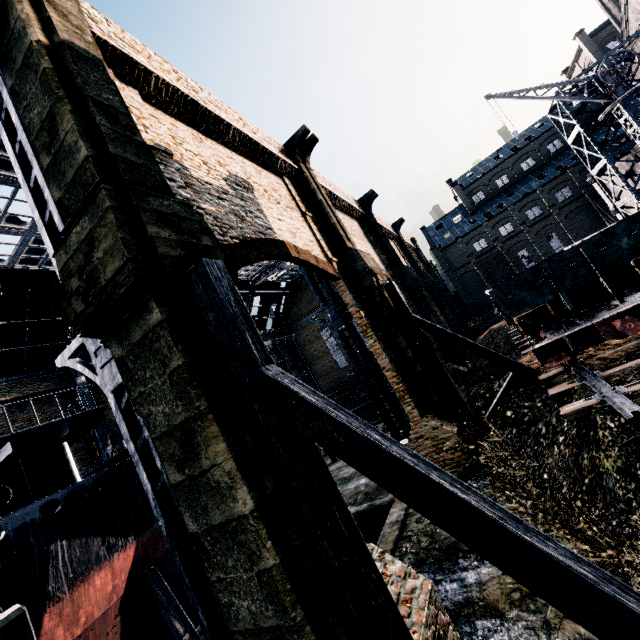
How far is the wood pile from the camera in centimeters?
4737cm

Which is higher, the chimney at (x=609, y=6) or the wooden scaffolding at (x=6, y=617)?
the chimney at (x=609, y=6)

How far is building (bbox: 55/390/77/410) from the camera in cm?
2889

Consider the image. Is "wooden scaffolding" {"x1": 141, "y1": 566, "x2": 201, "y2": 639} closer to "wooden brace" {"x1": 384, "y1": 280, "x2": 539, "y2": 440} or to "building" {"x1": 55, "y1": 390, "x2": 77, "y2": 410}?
"building" {"x1": 55, "y1": 390, "x2": 77, "y2": 410}

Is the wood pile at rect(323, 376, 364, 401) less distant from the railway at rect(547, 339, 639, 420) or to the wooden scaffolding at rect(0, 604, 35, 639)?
the railway at rect(547, 339, 639, 420)

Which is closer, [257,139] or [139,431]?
[139,431]

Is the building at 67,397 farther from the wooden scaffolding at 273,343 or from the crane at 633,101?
the wooden scaffolding at 273,343

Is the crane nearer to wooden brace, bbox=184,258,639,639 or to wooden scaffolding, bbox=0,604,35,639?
wooden brace, bbox=184,258,639,639
